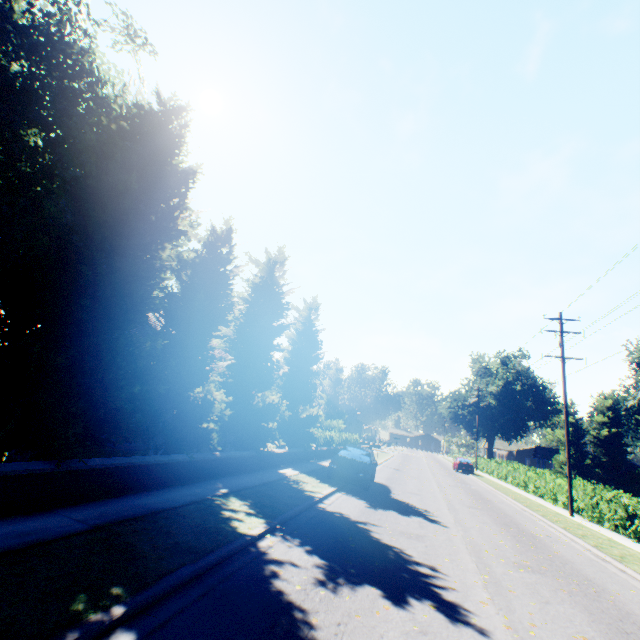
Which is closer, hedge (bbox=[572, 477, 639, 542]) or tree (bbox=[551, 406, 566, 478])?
hedge (bbox=[572, 477, 639, 542])

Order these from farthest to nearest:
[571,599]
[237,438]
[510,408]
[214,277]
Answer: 1. [510,408]
2. [237,438]
3. [214,277]
4. [571,599]

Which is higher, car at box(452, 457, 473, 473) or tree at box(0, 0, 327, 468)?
tree at box(0, 0, 327, 468)

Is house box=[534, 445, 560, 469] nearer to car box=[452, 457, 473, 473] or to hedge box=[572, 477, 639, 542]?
car box=[452, 457, 473, 473]

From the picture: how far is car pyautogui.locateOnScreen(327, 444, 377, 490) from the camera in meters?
13.8

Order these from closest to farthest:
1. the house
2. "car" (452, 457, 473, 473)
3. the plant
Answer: "car" (452, 457, 473, 473), the plant, the house

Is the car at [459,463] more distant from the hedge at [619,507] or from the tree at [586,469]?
the hedge at [619,507]

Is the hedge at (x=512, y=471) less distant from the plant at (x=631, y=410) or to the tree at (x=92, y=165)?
the tree at (x=92, y=165)
